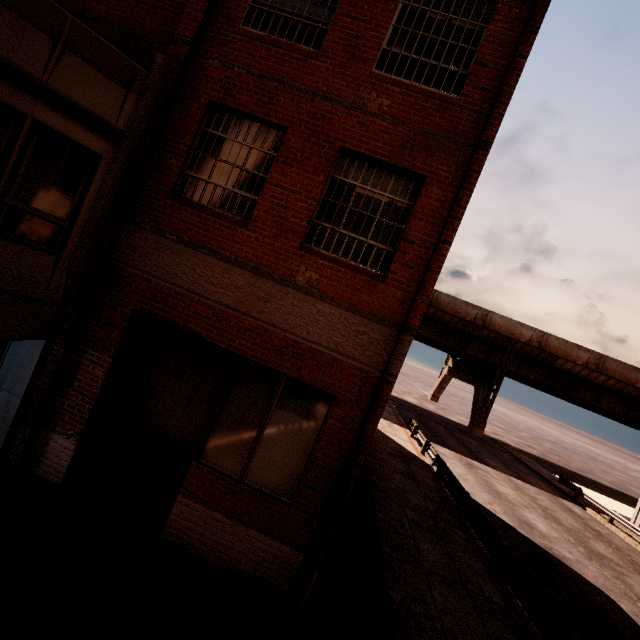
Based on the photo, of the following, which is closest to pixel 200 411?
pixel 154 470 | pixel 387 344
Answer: pixel 154 470
